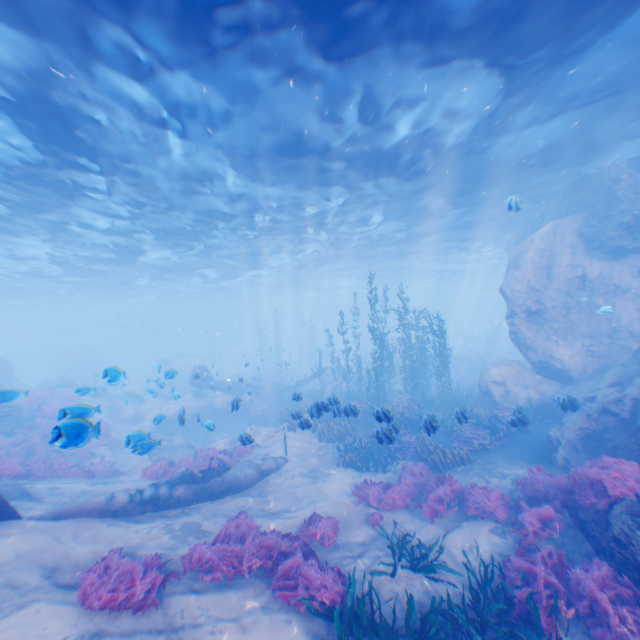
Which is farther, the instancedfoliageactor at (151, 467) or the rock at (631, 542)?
the instancedfoliageactor at (151, 467)

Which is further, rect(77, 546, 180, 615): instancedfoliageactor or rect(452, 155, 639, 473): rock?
rect(452, 155, 639, 473): rock

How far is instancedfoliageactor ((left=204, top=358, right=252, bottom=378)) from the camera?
40.0m

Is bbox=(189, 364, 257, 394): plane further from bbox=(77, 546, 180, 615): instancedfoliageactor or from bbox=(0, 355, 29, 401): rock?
bbox=(77, 546, 180, 615): instancedfoliageactor

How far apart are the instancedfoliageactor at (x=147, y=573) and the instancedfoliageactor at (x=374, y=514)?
3.8 meters

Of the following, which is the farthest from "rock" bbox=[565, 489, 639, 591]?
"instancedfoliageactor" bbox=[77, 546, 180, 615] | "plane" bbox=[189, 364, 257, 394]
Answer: "instancedfoliageactor" bbox=[77, 546, 180, 615]

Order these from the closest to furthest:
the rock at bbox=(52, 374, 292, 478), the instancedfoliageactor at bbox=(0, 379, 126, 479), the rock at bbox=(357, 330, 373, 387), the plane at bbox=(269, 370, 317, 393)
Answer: the instancedfoliageactor at bbox=(0, 379, 126, 479) → the rock at bbox=(52, 374, 292, 478) → the plane at bbox=(269, 370, 317, 393) → the rock at bbox=(357, 330, 373, 387)

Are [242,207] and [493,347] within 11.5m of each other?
no
